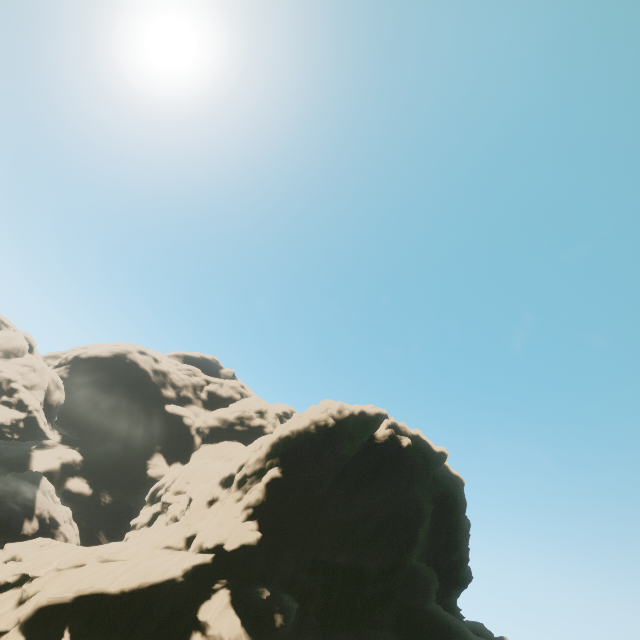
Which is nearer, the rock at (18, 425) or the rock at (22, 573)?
the rock at (22, 573)

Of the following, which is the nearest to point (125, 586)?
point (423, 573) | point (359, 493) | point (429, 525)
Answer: point (359, 493)

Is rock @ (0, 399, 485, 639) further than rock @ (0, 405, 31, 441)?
No
